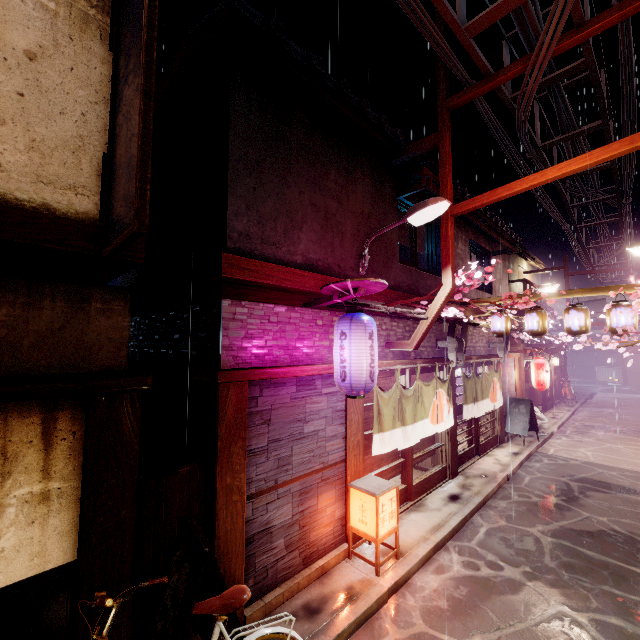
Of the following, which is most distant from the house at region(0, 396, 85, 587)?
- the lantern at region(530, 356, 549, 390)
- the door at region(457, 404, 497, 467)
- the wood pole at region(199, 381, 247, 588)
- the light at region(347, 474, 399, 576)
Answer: the lantern at region(530, 356, 549, 390)

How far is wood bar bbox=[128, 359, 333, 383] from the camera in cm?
682

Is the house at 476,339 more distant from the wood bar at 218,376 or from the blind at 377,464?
the blind at 377,464

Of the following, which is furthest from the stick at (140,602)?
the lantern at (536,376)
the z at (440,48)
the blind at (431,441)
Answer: the lantern at (536,376)

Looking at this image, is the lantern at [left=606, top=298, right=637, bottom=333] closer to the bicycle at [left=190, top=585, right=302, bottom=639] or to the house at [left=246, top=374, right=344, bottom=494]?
the house at [left=246, top=374, right=344, bottom=494]

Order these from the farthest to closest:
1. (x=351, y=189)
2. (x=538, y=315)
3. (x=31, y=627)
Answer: (x=538, y=315), (x=351, y=189), (x=31, y=627)

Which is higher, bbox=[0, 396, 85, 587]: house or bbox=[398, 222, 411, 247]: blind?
bbox=[398, 222, 411, 247]: blind

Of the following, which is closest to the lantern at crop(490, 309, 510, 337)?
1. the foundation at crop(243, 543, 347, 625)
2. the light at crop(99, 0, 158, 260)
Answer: the foundation at crop(243, 543, 347, 625)
